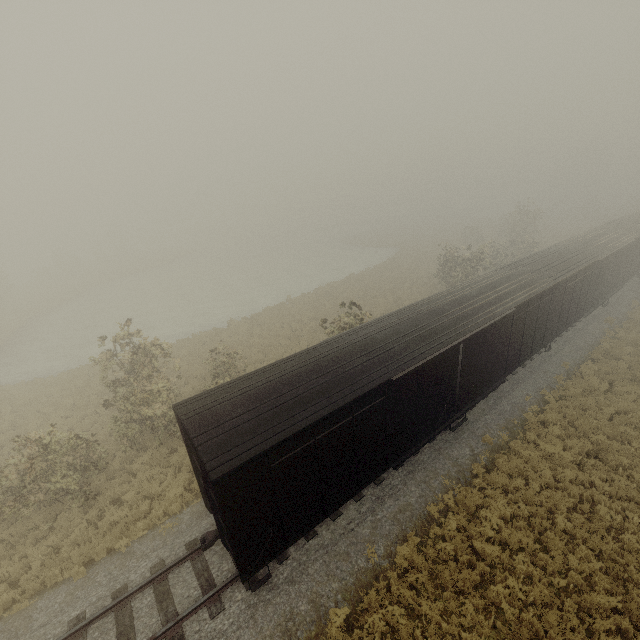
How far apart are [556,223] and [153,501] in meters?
73.8 m

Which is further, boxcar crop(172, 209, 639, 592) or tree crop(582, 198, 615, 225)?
tree crop(582, 198, 615, 225)

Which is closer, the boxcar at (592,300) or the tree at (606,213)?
the boxcar at (592,300)

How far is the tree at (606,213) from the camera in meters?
54.6

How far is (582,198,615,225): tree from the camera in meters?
54.6 m
